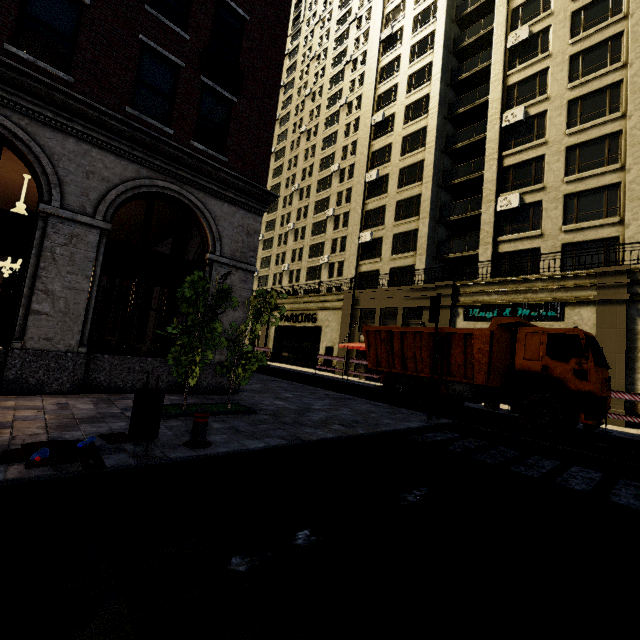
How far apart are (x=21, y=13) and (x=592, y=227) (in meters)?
24.16

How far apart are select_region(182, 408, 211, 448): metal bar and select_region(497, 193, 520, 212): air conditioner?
22.5m

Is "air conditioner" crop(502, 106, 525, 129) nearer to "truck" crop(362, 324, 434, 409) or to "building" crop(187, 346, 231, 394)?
"building" crop(187, 346, 231, 394)

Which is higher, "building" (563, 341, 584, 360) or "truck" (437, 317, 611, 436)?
"building" (563, 341, 584, 360)

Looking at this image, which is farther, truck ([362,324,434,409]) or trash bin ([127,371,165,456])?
truck ([362,324,434,409])

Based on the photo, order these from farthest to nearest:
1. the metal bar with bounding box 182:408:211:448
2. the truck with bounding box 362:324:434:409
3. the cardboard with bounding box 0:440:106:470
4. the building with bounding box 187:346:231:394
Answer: the truck with bounding box 362:324:434:409 → the building with bounding box 187:346:231:394 → the metal bar with bounding box 182:408:211:448 → the cardboard with bounding box 0:440:106:470

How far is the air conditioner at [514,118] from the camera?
21.0 meters

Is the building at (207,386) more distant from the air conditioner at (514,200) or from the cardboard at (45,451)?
the cardboard at (45,451)
